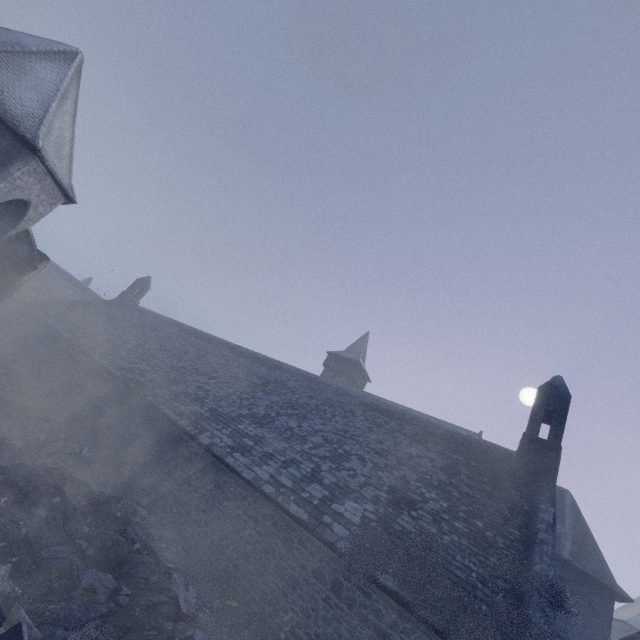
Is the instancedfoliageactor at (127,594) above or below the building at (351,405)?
below

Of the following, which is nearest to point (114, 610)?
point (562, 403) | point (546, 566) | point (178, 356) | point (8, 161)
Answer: point (546, 566)

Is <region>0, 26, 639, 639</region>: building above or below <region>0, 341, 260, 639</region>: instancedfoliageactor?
above

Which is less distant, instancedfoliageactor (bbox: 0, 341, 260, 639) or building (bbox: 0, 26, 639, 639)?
instancedfoliageactor (bbox: 0, 341, 260, 639)

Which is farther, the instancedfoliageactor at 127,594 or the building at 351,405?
the building at 351,405
